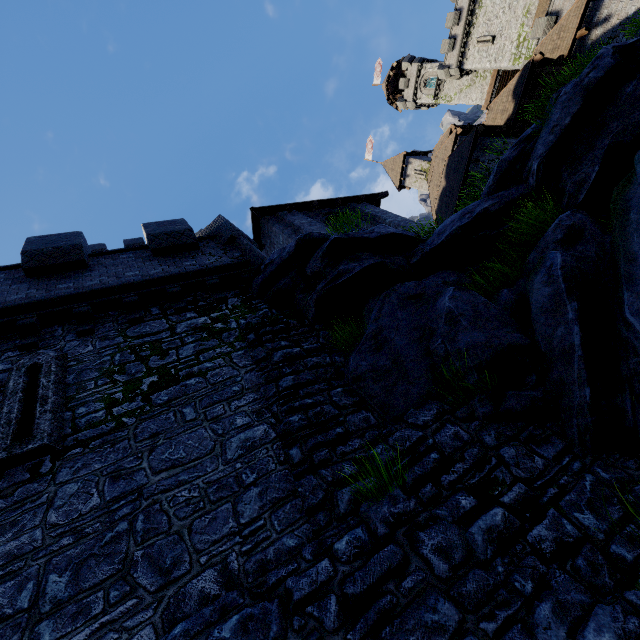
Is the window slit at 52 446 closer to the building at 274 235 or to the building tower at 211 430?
the building tower at 211 430

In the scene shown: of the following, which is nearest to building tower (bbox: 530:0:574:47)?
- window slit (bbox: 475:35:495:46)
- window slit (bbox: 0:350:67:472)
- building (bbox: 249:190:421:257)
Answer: window slit (bbox: 475:35:495:46)

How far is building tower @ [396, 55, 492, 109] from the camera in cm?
4312

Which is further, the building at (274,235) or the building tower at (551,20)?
the building tower at (551,20)

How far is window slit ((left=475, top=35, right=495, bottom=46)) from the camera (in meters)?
37.87

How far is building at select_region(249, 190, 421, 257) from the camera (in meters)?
12.79

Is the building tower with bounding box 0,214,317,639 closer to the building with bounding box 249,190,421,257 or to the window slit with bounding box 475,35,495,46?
the building with bounding box 249,190,421,257

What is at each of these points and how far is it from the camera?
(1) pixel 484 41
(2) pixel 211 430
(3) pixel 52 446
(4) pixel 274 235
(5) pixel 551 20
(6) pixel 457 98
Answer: (1) window slit, 38.7m
(2) building tower, 5.1m
(3) window slit, 4.7m
(4) building, 13.5m
(5) building tower, 28.6m
(6) building tower, 46.1m
